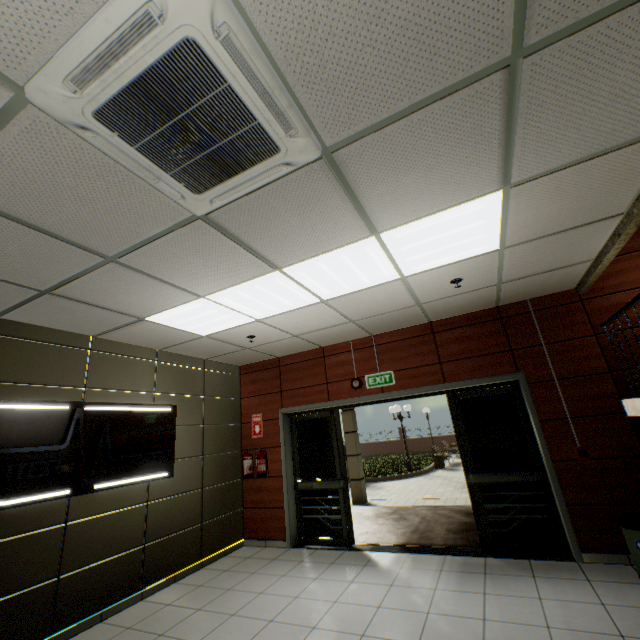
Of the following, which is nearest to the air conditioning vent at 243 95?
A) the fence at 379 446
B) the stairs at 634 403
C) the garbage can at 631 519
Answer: the stairs at 634 403

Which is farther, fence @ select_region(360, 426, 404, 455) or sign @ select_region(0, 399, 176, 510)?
fence @ select_region(360, 426, 404, 455)

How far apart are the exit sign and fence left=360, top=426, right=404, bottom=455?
24.2 meters

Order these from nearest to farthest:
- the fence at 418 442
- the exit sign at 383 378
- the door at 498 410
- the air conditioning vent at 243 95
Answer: the air conditioning vent at 243 95, the door at 498 410, the exit sign at 383 378, the fence at 418 442

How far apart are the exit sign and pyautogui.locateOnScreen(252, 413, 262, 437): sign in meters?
2.3

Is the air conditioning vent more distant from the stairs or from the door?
the door

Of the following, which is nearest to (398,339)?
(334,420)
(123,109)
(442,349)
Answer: (442,349)

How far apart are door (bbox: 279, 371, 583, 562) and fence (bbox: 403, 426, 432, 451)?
23.7 meters
